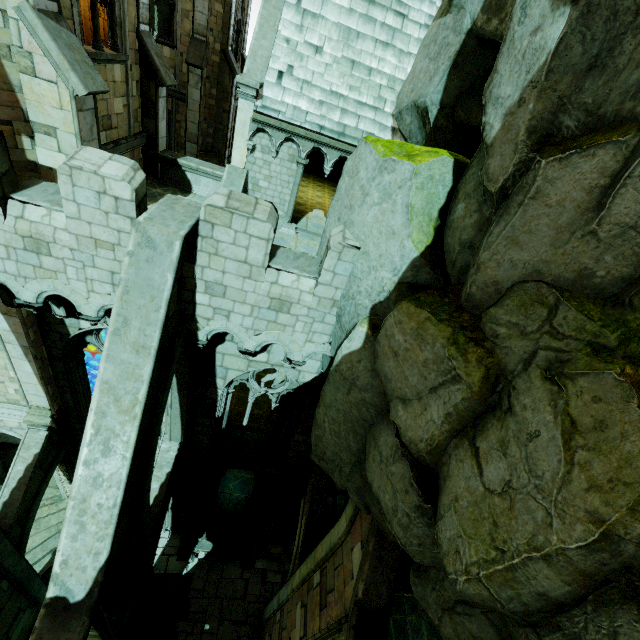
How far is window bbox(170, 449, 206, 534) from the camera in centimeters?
1216cm

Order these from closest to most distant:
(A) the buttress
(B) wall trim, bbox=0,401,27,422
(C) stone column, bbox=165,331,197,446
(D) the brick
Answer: (A) the buttress, (C) stone column, bbox=165,331,197,446, (B) wall trim, bbox=0,401,27,422, (D) the brick

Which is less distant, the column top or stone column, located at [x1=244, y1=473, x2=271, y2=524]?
the column top

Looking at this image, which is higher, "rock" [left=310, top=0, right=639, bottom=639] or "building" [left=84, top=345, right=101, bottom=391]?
"rock" [left=310, top=0, right=639, bottom=639]

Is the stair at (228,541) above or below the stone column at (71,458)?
below

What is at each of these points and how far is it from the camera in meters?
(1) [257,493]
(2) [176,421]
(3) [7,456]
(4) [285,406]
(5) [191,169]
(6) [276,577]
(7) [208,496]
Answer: (1) stone column, 15.6
(2) stone column, 10.9
(3) stone column, 15.0
(4) wall trim, 22.7
(5) wall trim, 11.0
(6) brick, 16.2
(7) stone column, 15.8

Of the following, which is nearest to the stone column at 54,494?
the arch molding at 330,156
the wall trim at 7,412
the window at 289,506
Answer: the wall trim at 7,412

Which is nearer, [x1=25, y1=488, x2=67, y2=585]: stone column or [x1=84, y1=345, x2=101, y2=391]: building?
[x1=84, y1=345, x2=101, y2=391]: building
